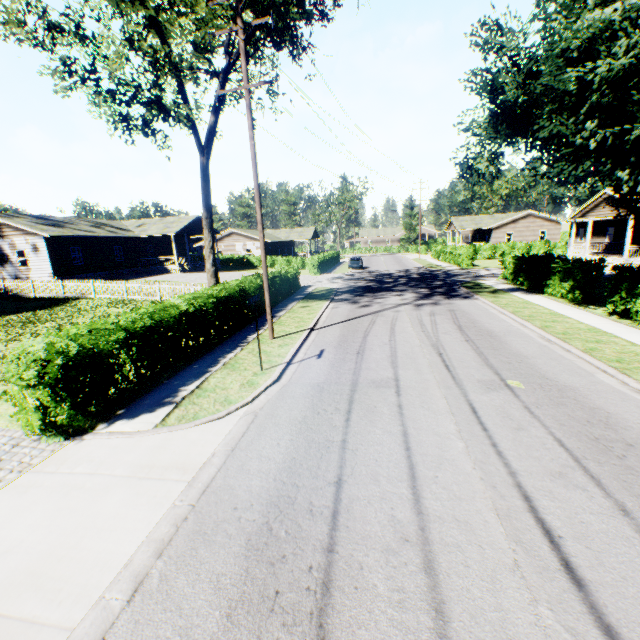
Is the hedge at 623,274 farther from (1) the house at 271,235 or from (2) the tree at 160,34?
(1) the house at 271,235

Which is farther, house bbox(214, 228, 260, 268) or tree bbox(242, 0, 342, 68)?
house bbox(214, 228, 260, 268)

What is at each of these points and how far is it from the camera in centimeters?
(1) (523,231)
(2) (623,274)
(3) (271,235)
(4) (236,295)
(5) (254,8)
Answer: (1) house, 5225cm
(2) hedge, 1230cm
(3) house, 5912cm
(4) hedge, 1455cm
(5) tree, 1232cm

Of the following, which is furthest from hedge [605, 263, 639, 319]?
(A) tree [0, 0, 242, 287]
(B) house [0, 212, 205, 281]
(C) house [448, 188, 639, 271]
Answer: (C) house [448, 188, 639, 271]

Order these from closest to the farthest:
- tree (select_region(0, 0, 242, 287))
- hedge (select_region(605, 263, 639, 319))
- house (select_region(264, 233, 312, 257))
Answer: tree (select_region(0, 0, 242, 287)) < hedge (select_region(605, 263, 639, 319)) < house (select_region(264, 233, 312, 257))

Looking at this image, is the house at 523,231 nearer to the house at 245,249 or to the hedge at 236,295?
the hedge at 236,295

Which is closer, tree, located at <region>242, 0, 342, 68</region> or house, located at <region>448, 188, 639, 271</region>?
tree, located at <region>242, 0, 342, 68</region>

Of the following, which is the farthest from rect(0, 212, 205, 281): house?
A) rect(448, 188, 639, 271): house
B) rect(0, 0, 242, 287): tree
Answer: rect(448, 188, 639, 271): house
